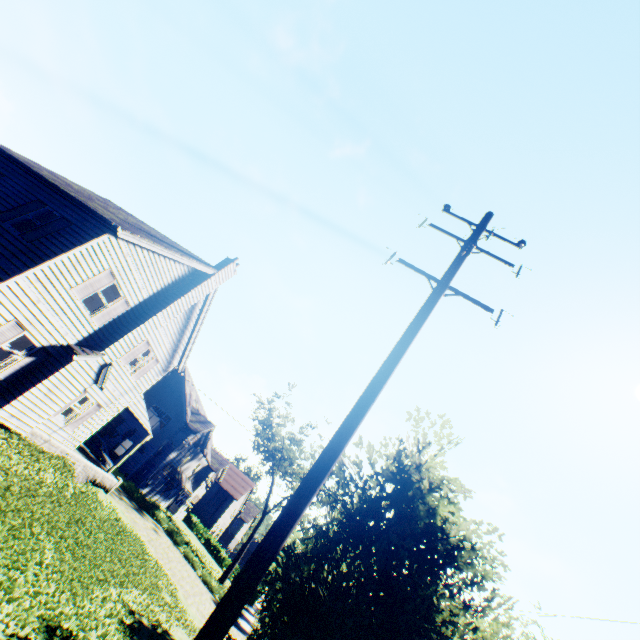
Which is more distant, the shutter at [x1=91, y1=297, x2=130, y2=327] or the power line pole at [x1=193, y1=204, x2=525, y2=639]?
the shutter at [x1=91, y1=297, x2=130, y2=327]

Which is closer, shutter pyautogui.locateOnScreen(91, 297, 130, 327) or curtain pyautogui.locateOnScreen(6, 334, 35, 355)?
curtain pyautogui.locateOnScreen(6, 334, 35, 355)

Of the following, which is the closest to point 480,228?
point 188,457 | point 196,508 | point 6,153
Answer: point 6,153

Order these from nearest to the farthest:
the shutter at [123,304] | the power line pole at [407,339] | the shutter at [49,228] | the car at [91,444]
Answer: the power line pole at [407,339] < the shutter at [49,228] < the shutter at [123,304] < the car at [91,444]

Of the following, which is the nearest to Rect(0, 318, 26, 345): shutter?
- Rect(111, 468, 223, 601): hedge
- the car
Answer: the car

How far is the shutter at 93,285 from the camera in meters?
12.5

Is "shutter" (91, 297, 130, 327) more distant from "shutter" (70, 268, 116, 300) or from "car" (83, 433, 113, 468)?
"car" (83, 433, 113, 468)

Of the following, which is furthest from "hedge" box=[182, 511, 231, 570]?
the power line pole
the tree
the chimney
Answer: the power line pole
